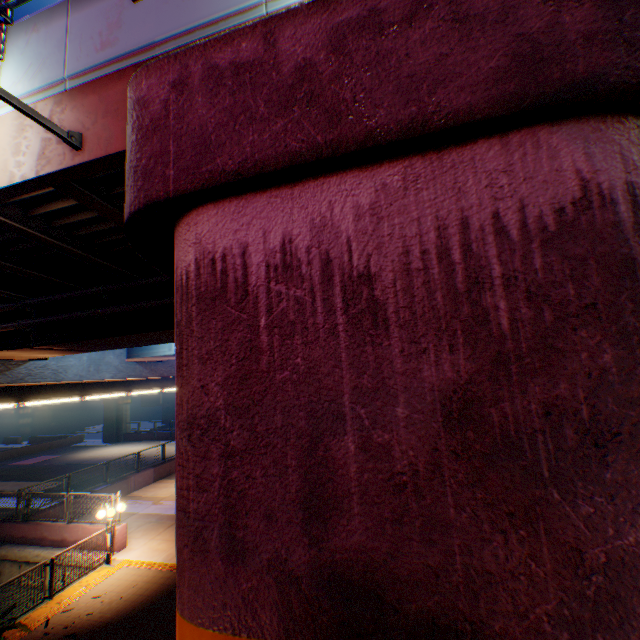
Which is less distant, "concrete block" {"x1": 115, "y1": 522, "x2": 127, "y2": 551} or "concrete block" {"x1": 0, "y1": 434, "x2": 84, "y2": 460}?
"concrete block" {"x1": 115, "y1": 522, "x2": 127, "y2": 551}

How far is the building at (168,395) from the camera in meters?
50.8

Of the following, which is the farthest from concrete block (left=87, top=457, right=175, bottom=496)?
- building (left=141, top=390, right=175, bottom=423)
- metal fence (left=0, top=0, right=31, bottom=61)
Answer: building (left=141, top=390, right=175, bottom=423)

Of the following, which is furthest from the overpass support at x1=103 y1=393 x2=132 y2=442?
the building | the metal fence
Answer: the building

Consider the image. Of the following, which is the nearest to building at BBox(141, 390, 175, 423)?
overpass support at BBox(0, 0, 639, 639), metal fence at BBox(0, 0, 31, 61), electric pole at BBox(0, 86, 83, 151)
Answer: overpass support at BBox(0, 0, 639, 639)

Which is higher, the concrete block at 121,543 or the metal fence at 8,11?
the metal fence at 8,11

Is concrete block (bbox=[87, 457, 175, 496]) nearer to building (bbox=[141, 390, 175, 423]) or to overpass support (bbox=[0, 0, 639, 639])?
overpass support (bbox=[0, 0, 639, 639])

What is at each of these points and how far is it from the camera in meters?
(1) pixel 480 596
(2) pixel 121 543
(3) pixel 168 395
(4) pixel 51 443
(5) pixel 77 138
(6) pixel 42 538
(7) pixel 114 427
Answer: (1) overpass support, 1.6
(2) concrete block, 12.9
(3) building, 51.1
(4) concrete block, 37.7
(5) electric pole, 3.9
(6) concrete block, 13.7
(7) overpass support, 39.1
